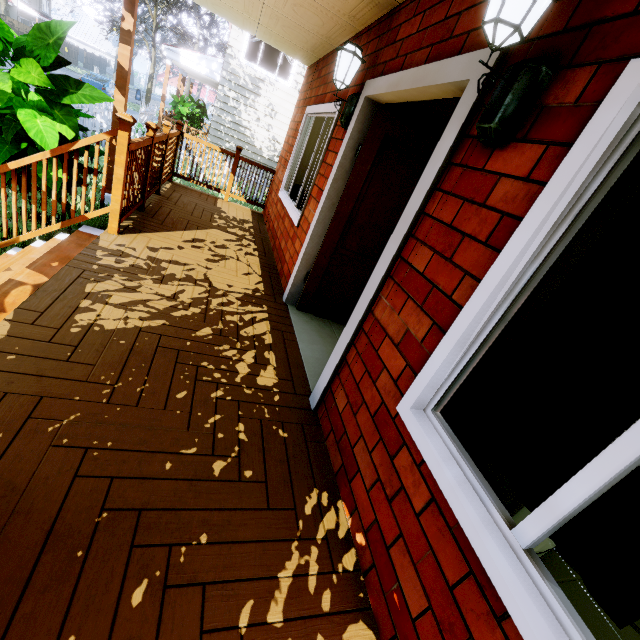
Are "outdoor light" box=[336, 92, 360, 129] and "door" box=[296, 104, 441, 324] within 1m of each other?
yes

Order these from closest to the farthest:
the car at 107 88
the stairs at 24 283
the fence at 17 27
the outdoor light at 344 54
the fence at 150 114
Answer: the stairs at 24 283 < the outdoor light at 344 54 < the fence at 150 114 < the car at 107 88 < the fence at 17 27

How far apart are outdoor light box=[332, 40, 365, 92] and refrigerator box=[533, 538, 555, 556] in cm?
227

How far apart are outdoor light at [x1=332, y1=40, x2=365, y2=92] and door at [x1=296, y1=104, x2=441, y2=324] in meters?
0.2 m

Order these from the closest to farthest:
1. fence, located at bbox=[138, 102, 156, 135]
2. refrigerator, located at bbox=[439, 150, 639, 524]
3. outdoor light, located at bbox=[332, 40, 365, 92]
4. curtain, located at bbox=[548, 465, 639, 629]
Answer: curtain, located at bbox=[548, 465, 639, 629] < refrigerator, located at bbox=[439, 150, 639, 524] < outdoor light, located at bbox=[332, 40, 365, 92] < fence, located at bbox=[138, 102, 156, 135]

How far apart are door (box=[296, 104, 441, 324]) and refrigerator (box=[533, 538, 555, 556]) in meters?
1.6 m

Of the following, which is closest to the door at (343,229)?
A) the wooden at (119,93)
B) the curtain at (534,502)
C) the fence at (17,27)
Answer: the curtain at (534,502)

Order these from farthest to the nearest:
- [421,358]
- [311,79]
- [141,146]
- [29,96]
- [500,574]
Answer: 1. [311,79]
2. [141,146]
3. [29,96]
4. [421,358]
5. [500,574]
